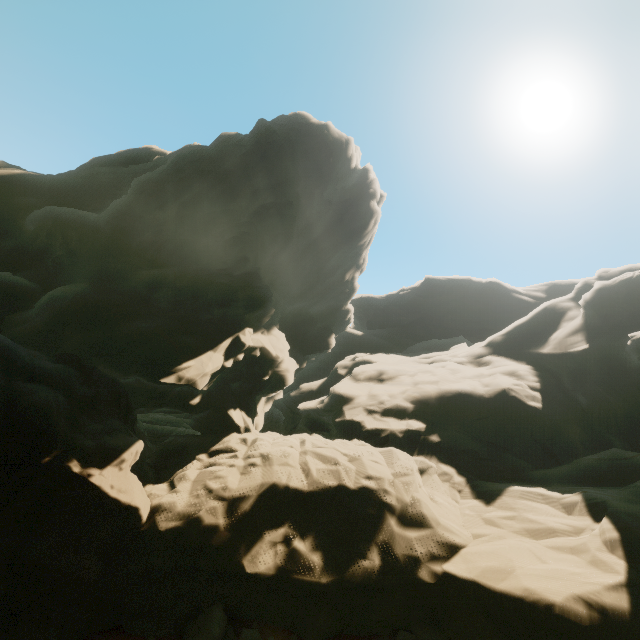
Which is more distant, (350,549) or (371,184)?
(371,184)

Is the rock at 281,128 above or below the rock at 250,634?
above

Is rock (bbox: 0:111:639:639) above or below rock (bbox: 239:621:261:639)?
above
